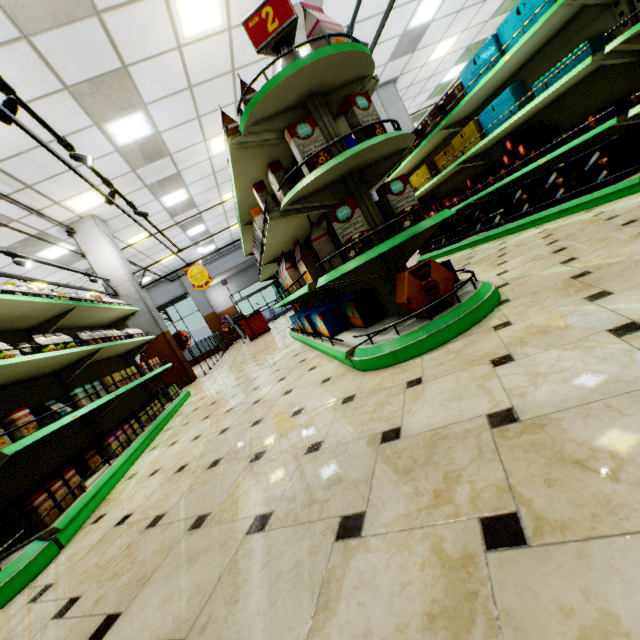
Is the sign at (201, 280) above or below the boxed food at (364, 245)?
above

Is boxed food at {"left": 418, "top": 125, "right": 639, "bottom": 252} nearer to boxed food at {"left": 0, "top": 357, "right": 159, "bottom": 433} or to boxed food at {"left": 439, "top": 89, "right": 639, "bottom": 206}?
boxed food at {"left": 439, "top": 89, "right": 639, "bottom": 206}

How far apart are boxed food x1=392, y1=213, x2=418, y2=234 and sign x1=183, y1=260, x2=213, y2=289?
7.7 meters

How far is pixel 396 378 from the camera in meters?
1.9

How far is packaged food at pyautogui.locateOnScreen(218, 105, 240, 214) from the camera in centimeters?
266cm

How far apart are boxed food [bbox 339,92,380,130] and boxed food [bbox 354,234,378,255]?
0.40m

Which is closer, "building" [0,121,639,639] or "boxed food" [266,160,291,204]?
"building" [0,121,639,639]

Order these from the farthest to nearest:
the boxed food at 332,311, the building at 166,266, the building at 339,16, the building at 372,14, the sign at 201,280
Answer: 1. the building at 166,266
2. the sign at 201,280
3. the building at 372,14
4. the building at 339,16
5. the boxed food at 332,311
